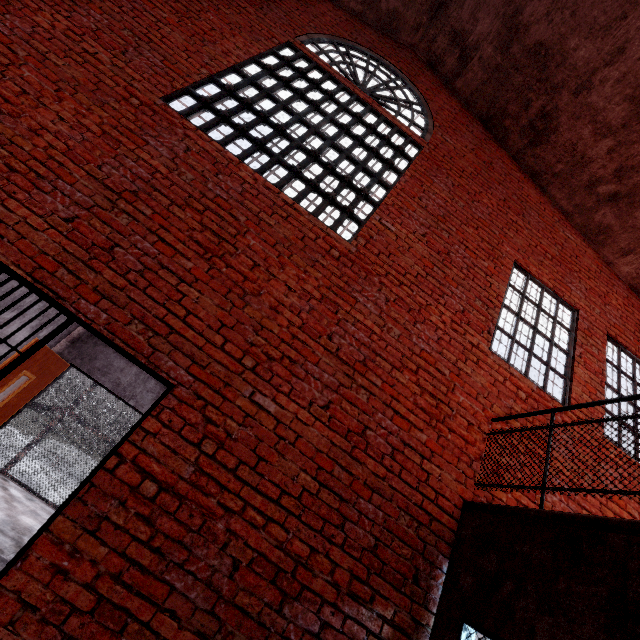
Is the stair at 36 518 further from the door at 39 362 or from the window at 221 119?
the window at 221 119

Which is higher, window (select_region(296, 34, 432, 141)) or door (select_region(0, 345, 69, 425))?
window (select_region(296, 34, 432, 141))

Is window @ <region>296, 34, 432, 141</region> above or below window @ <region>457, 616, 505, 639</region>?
above

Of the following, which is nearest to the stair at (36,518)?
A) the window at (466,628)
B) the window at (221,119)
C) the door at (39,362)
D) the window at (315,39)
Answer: the door at (39,362)

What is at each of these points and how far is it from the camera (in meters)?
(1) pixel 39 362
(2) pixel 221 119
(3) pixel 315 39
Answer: (1) door, 4.64
(2) window, 4.26
(3) window, 5.93

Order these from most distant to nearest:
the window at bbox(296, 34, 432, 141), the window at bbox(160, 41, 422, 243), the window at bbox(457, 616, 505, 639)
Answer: the window at bbox(296, 34, 432, 141)
the window at bbox(160, 41, 422, 243)
the window at bbox(457, 616, 505, 639)

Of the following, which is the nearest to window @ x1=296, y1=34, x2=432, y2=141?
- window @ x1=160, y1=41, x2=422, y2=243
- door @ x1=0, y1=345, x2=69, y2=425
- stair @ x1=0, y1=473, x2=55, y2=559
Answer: window @ x1=160, y1=41, x2=422, y2=243

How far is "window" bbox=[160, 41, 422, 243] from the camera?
4.2 meters
